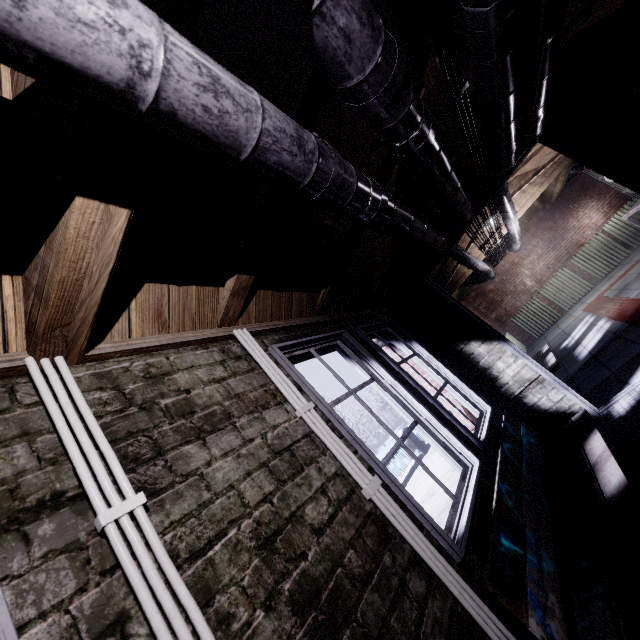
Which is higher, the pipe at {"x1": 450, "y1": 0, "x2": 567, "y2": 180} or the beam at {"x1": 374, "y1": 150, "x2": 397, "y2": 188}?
the beam at {"x1": 374, "y1": 150, "x2": 397, "y2": 188}

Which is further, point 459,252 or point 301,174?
point 459,252

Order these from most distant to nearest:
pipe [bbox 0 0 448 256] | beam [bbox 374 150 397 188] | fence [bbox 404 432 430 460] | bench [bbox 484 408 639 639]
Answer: fence [bbox 404 432 430 460] → beam [bbox 374 150 397 188] → bench [bbox 484 408 639 639] → pipe [bbox 0 0 448 256]

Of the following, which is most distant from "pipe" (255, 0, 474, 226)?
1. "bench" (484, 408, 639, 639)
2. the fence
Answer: the fence

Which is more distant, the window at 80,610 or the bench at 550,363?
the bench at 550,363

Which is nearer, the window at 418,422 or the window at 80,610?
the window at 80,610

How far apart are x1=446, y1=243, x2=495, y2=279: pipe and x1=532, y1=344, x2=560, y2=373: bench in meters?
1.5 m

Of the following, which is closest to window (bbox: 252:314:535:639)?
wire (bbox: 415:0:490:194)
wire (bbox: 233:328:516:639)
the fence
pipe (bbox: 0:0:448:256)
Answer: wire (bbox: 233:328:516:639)
